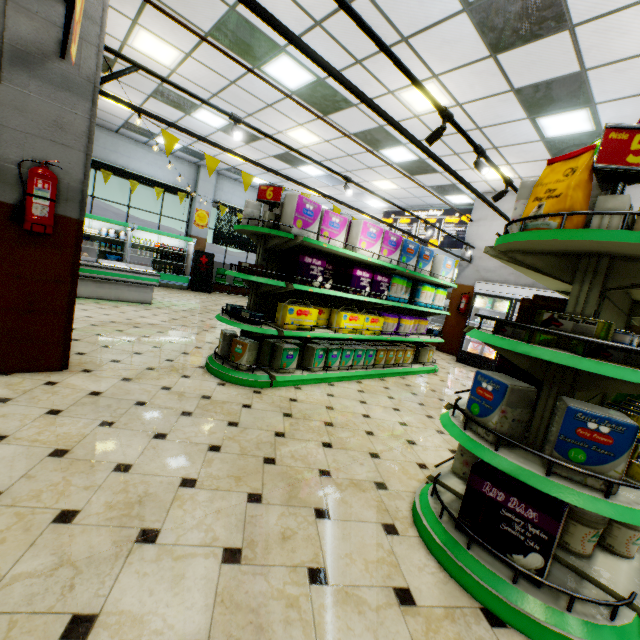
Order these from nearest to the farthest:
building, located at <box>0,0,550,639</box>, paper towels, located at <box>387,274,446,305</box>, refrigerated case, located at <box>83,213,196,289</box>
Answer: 1. building, located at <box>0,0,550,639</box>
2. paper towels, located at <box>387,274,446,305</box>
3. refrigerated case, located at <box>83,213,196,289</box>

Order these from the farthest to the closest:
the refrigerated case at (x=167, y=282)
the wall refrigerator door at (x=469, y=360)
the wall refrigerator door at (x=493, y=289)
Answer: the refrigerated case at (x=167, y=282) → the wall refrigerator door at (x=469, y=360) → the wall refrigerator door at (x=493, y=289)

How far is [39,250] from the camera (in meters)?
2.99

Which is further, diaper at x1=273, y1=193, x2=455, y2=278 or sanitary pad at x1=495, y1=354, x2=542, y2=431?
diaper at x1=273, y1=193, x2=455, y2=278

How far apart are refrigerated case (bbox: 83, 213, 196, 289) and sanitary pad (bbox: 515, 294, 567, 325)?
12.1 meters

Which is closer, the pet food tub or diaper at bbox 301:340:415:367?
the pet food tub

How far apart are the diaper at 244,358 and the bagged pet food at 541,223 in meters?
3.1

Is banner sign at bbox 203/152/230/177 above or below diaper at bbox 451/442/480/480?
above
